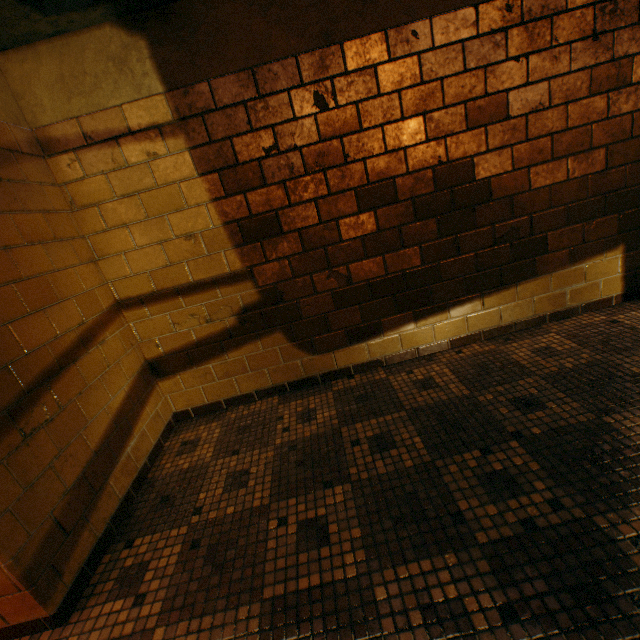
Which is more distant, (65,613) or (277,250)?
(277,250)
